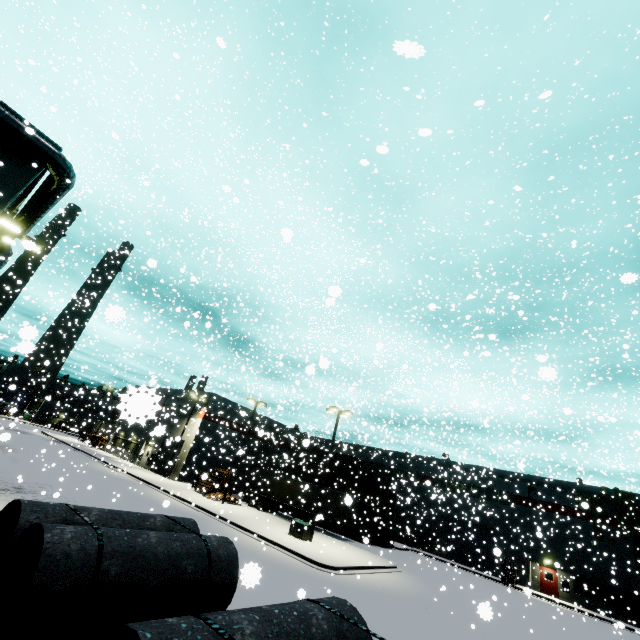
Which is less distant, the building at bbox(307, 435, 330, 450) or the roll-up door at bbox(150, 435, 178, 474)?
the roll-up door at bbox(150, 435, 178, 474)

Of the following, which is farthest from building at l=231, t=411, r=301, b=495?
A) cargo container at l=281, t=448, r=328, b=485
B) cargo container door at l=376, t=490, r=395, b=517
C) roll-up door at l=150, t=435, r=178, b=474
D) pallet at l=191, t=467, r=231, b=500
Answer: cargo container door at l=376, t=490, r=395, b=517

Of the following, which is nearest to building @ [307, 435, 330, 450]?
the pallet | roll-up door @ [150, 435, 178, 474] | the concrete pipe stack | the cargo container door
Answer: roll-up door @ [150, 435, 178, 474]

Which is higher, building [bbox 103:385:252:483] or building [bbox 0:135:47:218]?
building [bbox 0:135:47:218]

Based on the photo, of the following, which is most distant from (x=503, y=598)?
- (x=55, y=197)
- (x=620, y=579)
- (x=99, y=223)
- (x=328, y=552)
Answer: (x=99, y=223)

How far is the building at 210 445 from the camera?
14.33m

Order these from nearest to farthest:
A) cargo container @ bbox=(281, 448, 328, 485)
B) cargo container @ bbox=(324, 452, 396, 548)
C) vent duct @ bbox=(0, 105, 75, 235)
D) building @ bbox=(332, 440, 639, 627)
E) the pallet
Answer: vent duct @ bbox=(0, 105, 75, 235) < the pallet < building @ bbox=(332, 440, 639, 627) < cargo container @ bbox=(324, 452, 396, 548) < cargo container @ bbox=(281, 448, 328, 485)

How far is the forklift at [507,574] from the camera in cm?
3176
